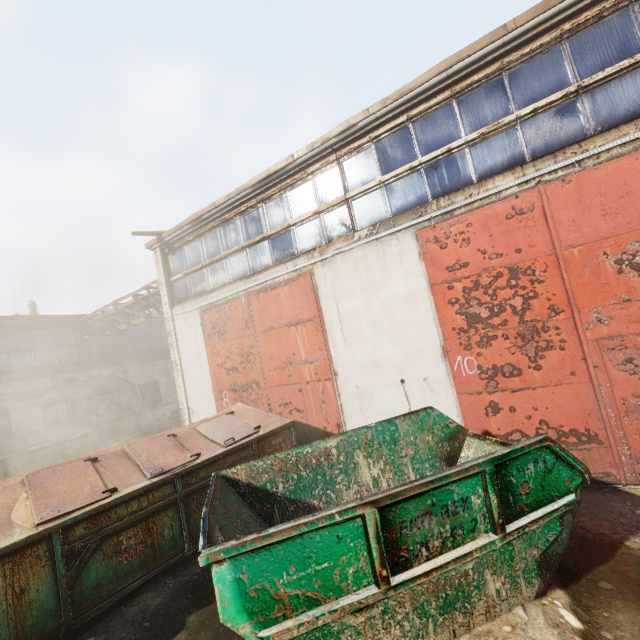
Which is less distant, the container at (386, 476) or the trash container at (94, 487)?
the container at (386, 476)

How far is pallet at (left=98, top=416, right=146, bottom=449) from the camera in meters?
12.1

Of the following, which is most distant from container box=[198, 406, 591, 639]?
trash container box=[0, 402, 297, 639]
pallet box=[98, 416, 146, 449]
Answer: pallet box=[98, 416, 146, 449]

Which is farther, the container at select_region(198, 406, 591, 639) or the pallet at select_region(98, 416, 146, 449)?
the pallet at select_region(98, 416, 146, 449)

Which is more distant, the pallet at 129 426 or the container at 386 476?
the pallet at 129 426

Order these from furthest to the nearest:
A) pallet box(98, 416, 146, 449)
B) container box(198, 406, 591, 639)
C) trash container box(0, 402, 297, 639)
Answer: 1. pallet box(98, 416, 146, 449)
2. trash container box(0, 402, 297, 639)
3. container box(198, 406, 591, 639)

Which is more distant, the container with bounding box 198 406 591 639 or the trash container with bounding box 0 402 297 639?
the trash container with bounding box 0 402 297 639

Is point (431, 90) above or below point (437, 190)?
above
